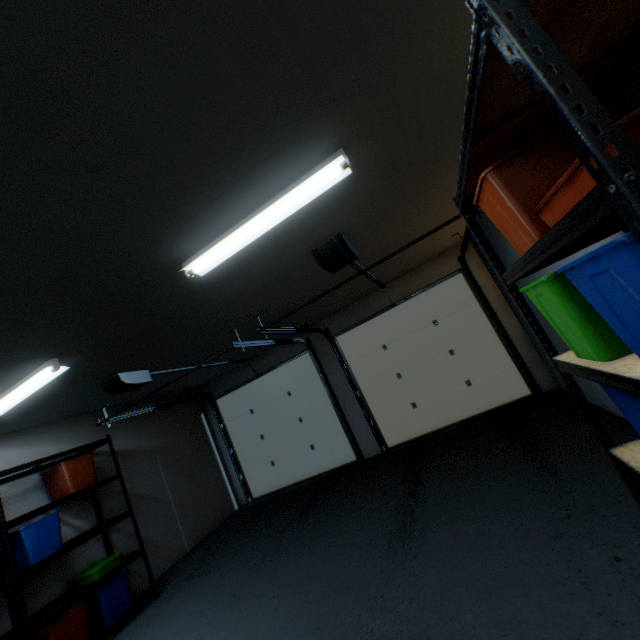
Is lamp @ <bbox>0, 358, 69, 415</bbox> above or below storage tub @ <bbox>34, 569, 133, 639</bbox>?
above

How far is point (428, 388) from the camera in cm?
509

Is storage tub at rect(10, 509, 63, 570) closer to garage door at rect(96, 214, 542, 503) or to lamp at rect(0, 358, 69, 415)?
lamp at rect(0, 358, 69, 415)

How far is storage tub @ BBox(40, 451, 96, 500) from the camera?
3.6 meters

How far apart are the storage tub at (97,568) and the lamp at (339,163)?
3.59m

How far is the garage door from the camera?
4.5m

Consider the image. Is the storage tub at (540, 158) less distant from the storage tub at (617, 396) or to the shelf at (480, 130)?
the shelf at (480, 130)

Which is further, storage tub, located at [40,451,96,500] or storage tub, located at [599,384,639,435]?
storage tub, located at [40,451,96,500]
